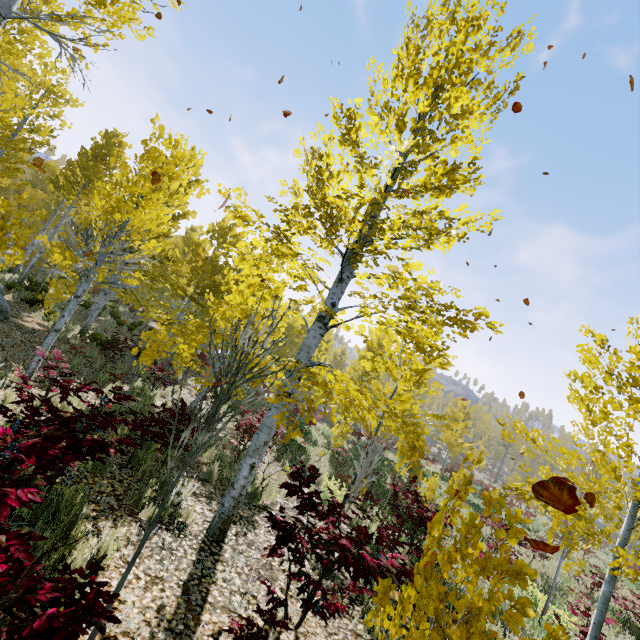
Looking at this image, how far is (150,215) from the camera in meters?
7.7
